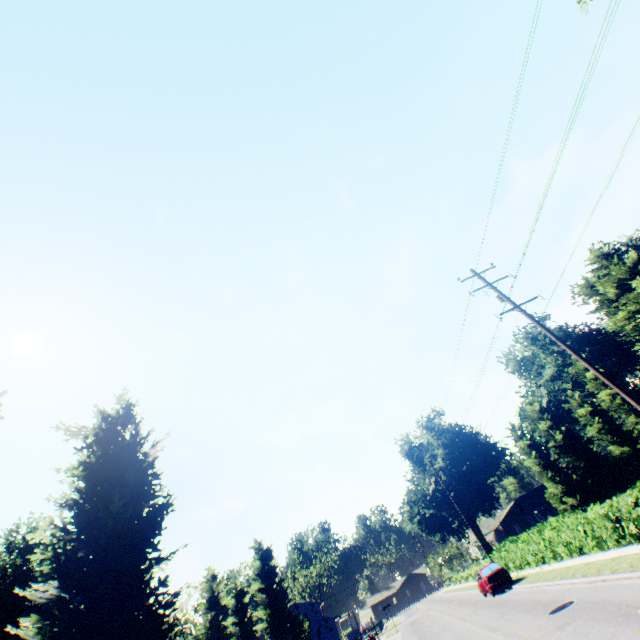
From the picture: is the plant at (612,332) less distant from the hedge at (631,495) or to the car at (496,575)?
the hedge at (631,495)

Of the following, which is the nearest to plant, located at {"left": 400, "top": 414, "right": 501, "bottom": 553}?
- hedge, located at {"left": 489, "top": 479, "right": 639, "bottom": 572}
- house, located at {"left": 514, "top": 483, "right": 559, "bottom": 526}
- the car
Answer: hedge, located at {"left": 489, "top": 479, "right": 639, "bottom": 572}

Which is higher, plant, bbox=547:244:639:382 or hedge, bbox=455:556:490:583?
plant, bbox=547:244:639:382

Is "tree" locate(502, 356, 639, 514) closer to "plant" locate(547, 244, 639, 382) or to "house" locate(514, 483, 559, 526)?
"plant" locate(547, 244, 639, 382)

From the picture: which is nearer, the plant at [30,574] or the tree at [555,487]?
the plant at [30,574]

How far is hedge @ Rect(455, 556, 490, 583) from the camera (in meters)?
41.23

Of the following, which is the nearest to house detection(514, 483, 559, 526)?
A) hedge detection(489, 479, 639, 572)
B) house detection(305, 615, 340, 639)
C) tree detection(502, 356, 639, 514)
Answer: tree detection(502, 356, 639, 514)

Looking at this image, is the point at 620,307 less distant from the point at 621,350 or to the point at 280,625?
the point at 621,350
